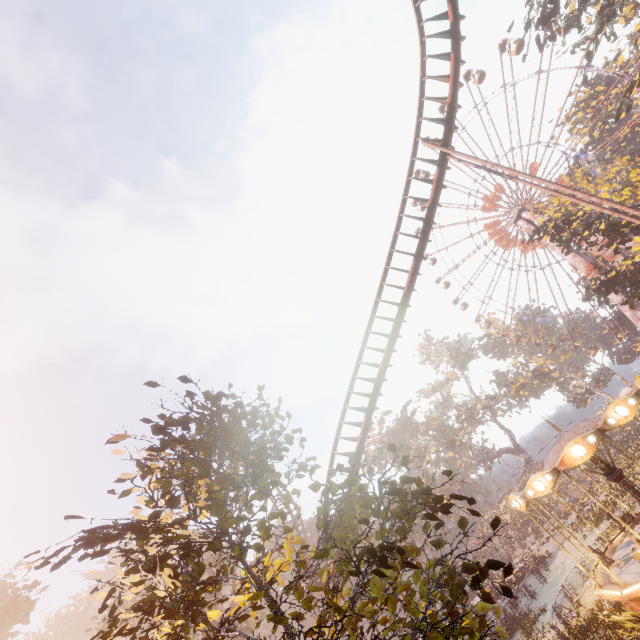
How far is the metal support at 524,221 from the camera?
43.4m

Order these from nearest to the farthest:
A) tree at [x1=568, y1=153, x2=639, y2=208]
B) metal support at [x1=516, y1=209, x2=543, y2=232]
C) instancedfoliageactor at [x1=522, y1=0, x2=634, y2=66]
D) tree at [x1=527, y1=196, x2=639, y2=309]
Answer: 1. tree at [x1=568, y1=153, x2=639, y2=208]
2. tree at [x1=527, y1=196, x2=639, y2=309]
3. instancedfoliageactor at [x1=522, y1=0, x2=634, y2=66]
4. metal support at [x1=516, y1=209, x2=543, y2=232]

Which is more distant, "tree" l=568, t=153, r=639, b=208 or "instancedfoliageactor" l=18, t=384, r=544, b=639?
"tree" l=568, t=153, r=639, b=208

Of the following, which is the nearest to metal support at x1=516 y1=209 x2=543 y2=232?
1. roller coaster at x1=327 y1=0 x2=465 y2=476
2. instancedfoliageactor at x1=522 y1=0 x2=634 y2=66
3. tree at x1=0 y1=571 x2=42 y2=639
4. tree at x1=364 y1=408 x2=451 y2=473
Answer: instancedfoliageactor at x1=522 y1=0 x2=634 y2=66

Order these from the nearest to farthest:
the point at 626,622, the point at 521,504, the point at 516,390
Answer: the point at 626,622 → the point at 521,504 → the point at 516,390

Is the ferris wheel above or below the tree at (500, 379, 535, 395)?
above

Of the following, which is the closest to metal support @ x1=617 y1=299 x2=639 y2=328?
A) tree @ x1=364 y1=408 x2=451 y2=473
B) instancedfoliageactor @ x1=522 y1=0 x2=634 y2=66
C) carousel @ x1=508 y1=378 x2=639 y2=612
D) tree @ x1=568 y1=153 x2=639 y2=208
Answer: tree @ x1=568 y1=153 x2=639 y2=208
